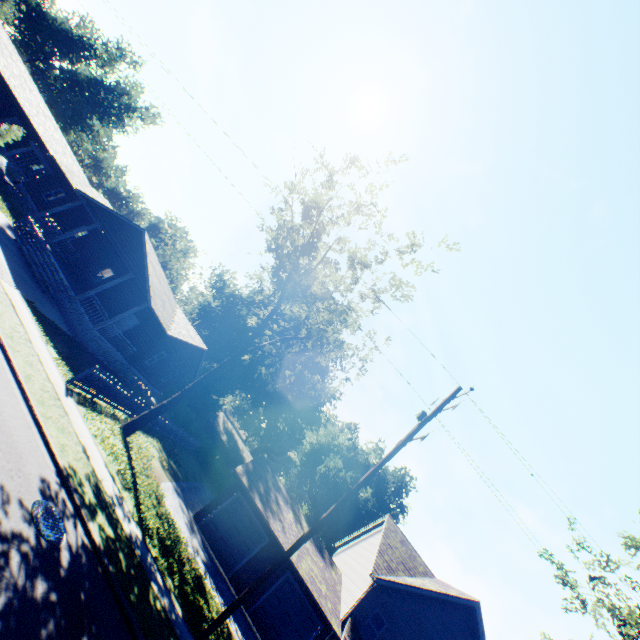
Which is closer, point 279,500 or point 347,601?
point 347,601

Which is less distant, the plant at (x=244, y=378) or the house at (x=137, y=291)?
the house at (x=137, y=291)

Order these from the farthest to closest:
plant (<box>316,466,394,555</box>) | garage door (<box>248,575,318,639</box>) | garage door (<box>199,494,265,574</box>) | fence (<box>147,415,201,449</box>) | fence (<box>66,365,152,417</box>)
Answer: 1. plant (<box>316,466,394,555</box>)
2. fence (<box>147,415,201,449</box>)
3. garage door (<box>199,494,265,574</box>)
4. garage door (<box>248,575,318,639</box>)
5. fence (<box>66,365,152,417</box>)

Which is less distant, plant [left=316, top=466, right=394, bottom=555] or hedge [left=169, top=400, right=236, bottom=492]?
hedge [left=169, top=400, right=236, bottom=492]

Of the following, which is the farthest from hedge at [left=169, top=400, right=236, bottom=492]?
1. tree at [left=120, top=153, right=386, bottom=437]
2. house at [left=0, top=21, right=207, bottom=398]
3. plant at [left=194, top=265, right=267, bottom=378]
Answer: tree at [left=120, top=153, right=386, bottom=437]

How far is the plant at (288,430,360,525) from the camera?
49.9 meters

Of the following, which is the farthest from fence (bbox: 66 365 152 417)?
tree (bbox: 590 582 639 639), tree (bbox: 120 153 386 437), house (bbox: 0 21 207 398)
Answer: tree (bbox: 590 582 639 639)

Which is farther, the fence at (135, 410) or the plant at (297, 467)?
the plant at (297, 467)
